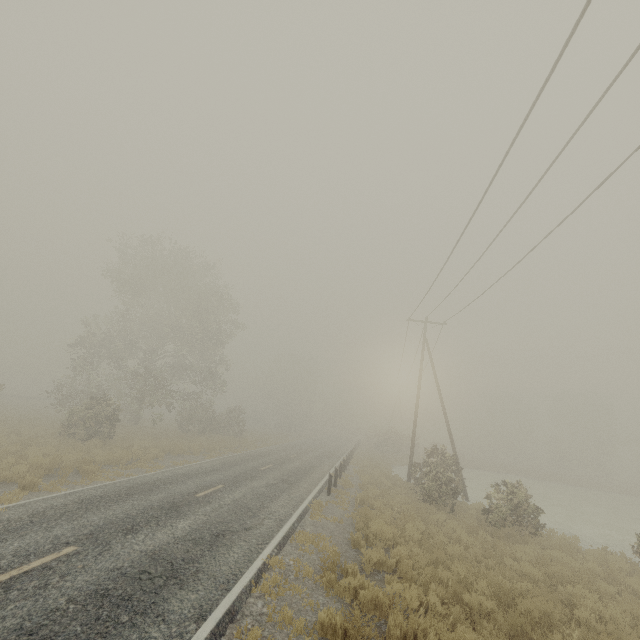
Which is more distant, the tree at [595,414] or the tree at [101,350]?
the tree at [595,414]

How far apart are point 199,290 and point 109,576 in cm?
3255

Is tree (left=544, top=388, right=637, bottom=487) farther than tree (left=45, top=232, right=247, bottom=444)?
Yes

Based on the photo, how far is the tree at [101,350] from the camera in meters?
26.2

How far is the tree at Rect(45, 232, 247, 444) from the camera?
26.2m
